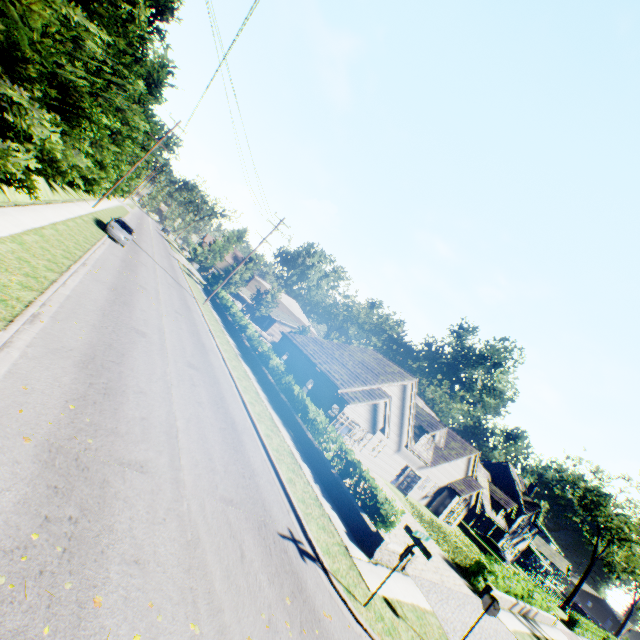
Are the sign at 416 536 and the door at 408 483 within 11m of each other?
no

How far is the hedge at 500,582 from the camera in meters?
19.6

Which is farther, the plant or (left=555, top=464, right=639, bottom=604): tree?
the plant

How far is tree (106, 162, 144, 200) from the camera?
41.1 meters

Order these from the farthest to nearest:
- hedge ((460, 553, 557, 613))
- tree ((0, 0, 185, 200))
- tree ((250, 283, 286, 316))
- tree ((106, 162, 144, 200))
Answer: tree ((250, 283, 286, 316)), tree ((106, 162, 144, 200)), hedge ((460, 553, 557, 613)), tree ((0, 0, 185, 200))

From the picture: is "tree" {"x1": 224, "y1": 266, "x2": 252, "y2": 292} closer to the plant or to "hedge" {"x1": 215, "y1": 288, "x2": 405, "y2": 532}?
the plant

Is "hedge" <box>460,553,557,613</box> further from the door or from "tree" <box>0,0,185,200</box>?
"tree" <box>0,0,185,200</box>

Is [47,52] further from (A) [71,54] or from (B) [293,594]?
(B) [293,594]
